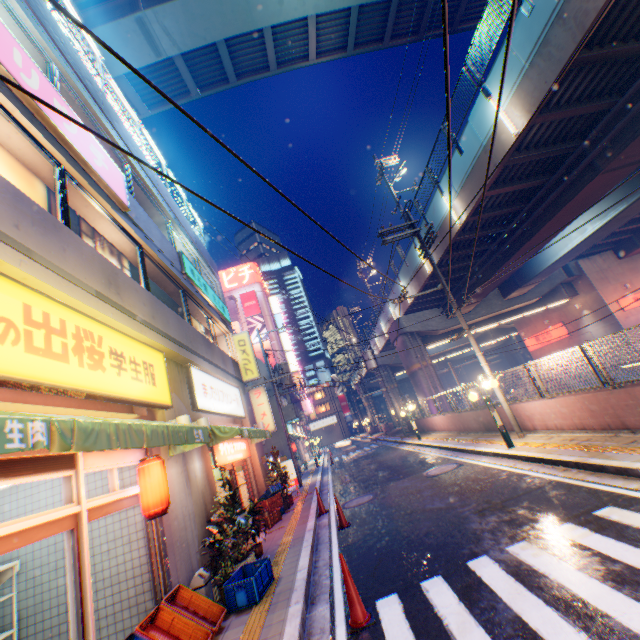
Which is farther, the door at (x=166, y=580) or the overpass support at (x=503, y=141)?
the overpass support at (x=503, y=141)

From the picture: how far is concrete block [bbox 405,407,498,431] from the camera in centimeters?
1441cm

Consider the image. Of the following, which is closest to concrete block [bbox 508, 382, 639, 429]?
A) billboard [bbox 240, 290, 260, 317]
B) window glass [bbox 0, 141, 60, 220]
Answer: window glass [bbox 0, 141, 60, 220]

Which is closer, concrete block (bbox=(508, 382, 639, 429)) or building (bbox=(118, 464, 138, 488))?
building (bbox=(118, 464, 138, 488))

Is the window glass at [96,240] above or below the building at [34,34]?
below

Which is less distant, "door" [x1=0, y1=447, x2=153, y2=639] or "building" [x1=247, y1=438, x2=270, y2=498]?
"door" [x1=0, y1=447, x2=153, y2=639]

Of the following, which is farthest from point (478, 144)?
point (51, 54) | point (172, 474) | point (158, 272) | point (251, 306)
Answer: point (251, 306)

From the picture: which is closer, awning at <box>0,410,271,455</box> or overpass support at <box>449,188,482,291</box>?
awning at <box>0,410,271,455</box>
